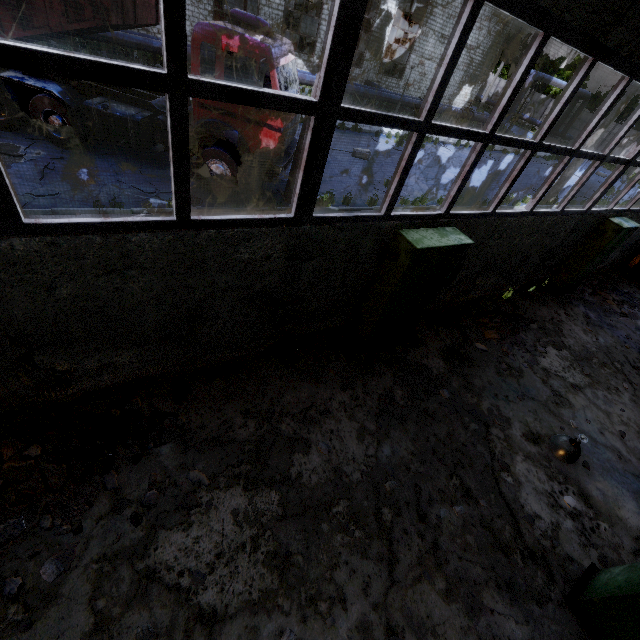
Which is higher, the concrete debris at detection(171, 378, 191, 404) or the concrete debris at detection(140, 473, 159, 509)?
the concrete debris at detection(140, 473, 159, 509)

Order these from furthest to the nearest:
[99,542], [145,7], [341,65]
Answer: [145,7], [99,542], [341,65]

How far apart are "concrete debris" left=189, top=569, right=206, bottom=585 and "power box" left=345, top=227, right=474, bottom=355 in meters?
4.0

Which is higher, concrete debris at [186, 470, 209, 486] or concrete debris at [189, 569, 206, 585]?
concrete debris at [189, 569, 206, 585]

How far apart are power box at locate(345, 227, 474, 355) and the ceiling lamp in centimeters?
308cm

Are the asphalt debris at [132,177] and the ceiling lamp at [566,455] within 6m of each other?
no

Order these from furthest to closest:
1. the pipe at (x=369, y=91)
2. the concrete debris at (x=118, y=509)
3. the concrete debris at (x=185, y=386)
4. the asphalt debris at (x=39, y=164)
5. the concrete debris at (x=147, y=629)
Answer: the pipe at (x=369, y=91) < the asphalt debris at (x=39, y=164) < the concrete debris at (x=185, y=386) < the concrete debris at (x=118, y=509) < the concrete debris at (x=147, y=629)

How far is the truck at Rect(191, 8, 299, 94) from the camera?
6.88m
